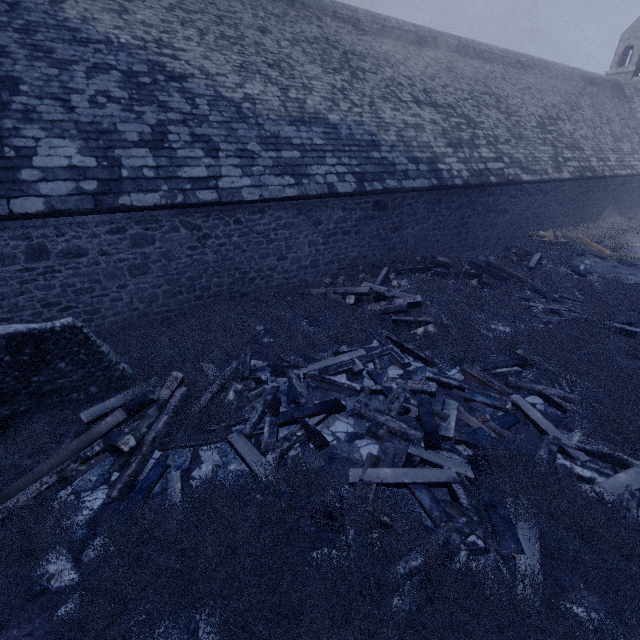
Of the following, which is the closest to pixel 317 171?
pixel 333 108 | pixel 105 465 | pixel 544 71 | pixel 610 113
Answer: pixel 333 108

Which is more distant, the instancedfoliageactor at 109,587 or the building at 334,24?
the building at 334,24

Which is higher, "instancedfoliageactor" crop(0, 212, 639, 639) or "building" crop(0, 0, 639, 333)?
"building" crop(0, 0, 639, 333)

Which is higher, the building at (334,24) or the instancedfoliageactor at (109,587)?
the building at (334,24)

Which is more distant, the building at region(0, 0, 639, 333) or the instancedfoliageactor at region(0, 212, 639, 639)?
the building at region(0, 0, 639, 333)
